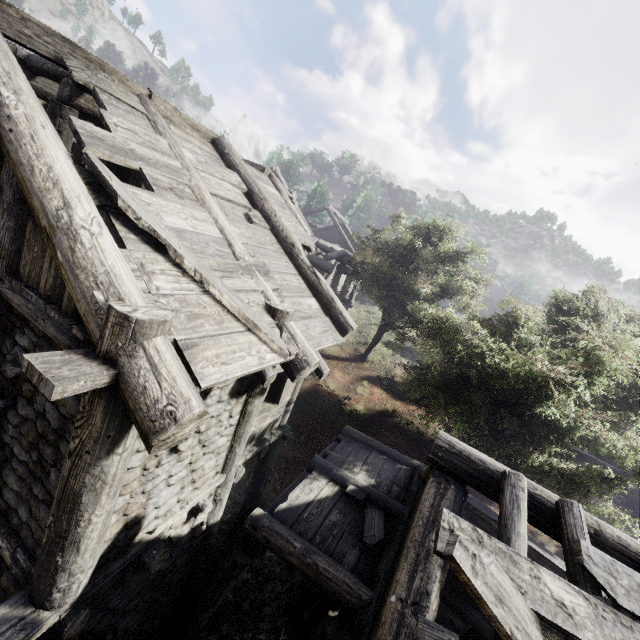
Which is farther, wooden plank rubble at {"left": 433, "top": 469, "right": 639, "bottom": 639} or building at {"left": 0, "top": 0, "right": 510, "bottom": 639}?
building at {"left": 0, "top": 0, "right": 510, "bottom": 639}

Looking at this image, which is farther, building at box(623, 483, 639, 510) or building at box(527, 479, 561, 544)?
building at box(623, 483, 639, 510)

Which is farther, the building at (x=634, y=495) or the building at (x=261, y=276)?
the building at (x=634, y=495)

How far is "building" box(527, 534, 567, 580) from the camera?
7.27m

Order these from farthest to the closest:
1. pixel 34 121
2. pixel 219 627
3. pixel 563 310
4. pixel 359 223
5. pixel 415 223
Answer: pixel 359 223 < pixel 415 223 < pixel 563 310 < pixel 219 627 < pixel 34 121

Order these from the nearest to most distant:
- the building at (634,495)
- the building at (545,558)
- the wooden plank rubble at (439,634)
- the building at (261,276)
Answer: the wooden plank rubble at (439,634) → the building at (261,276) → the building at (545,558) → the building at (634,495)

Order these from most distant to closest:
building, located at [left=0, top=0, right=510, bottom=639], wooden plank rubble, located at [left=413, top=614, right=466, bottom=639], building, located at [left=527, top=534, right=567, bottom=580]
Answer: building, located at [left=527, top=534, right=567, bottom=580] < building, located at [left=0, top=0, right=510, bottom=639] < wooden plank rubble, located at [left=413, top=614, right=466, bottom=639]
